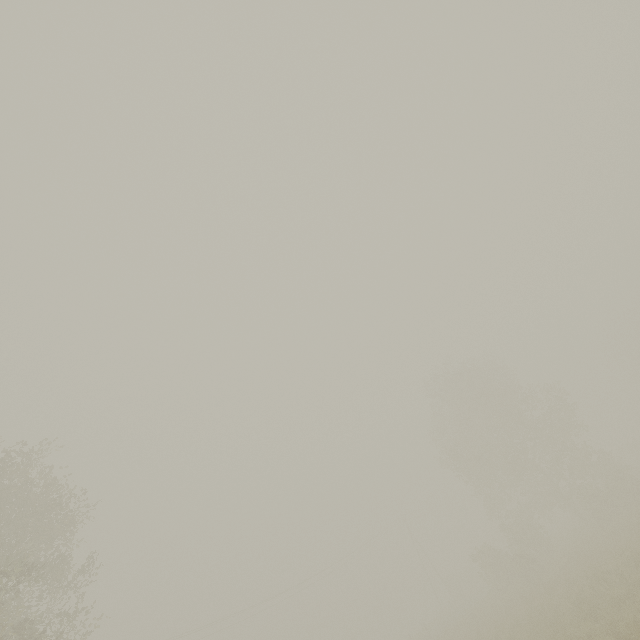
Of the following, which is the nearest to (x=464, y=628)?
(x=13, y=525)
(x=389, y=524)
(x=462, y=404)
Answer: (x=462, y=404)
